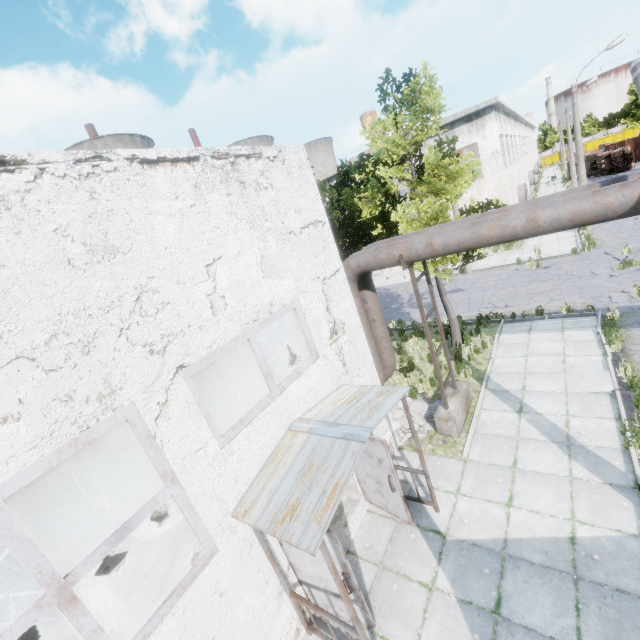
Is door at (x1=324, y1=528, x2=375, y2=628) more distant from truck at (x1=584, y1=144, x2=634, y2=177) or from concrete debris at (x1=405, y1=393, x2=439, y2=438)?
truck at (x1=584, y1=144, x2=634, y2=177)

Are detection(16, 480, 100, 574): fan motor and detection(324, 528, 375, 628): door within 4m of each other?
no

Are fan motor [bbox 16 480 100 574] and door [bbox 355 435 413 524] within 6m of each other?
no

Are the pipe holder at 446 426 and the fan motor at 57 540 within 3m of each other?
no

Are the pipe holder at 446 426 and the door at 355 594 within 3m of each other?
no

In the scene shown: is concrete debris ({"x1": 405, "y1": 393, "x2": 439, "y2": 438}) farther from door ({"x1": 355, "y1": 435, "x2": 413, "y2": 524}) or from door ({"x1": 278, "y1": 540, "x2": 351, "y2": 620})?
door ({"x1": 278, "y1": 540, "x2": 351, "y2": 620})

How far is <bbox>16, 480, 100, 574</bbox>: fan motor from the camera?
8.2 meters

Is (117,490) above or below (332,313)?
below
